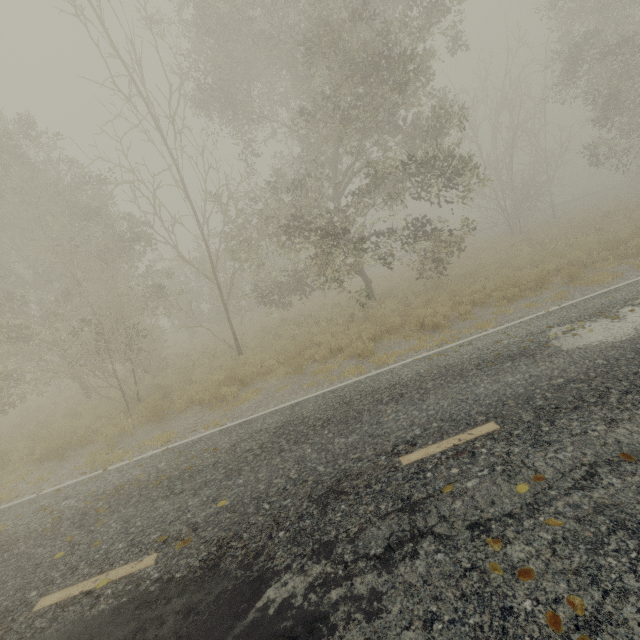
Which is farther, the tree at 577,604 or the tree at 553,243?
the tree at 553,243

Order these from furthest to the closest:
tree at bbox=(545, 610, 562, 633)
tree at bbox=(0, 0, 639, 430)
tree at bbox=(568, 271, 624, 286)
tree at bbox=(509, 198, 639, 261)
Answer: tree at bbox=(509, 198, 639, 261) → tree at bbox=(0, 0, 639, 430) → tree at bbox=(568, 271, 624, 286) → tree at bbox=(545, 610, 562, 633)

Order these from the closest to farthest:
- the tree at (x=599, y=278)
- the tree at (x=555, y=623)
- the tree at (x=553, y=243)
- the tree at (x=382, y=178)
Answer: the tree at (x=555, y=623) < the tree at (x=599, y=278) < the tree at (x=382, y=178) < the tree at (x=553, y=243)

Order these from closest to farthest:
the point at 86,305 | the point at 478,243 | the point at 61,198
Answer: the point at 61,198, the point at 86,305, the point at 478,243

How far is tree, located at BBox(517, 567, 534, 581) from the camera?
2.70m

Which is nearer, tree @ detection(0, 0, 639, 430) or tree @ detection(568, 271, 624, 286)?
tree @ detection(568, 271, 624, 286)
